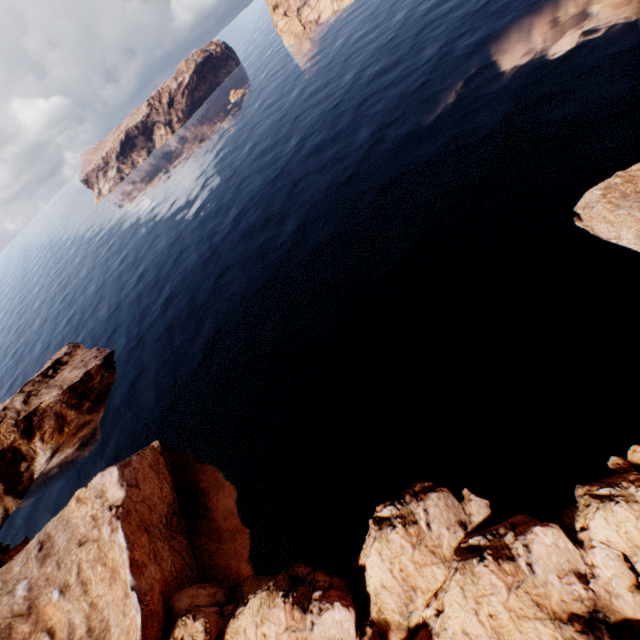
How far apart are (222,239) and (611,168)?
53.2 meters

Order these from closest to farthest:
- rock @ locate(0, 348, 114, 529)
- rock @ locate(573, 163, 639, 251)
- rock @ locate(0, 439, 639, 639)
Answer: rock @ locate(0, 439, 639, 639) < rock @ locate(573, 163, 639, 251) < rock @ locate(0, 348, 114, 529)

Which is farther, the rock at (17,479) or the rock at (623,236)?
the rock at (17,479)

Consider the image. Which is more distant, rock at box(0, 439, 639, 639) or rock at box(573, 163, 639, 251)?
rock at box(573, 163, 639, 251)

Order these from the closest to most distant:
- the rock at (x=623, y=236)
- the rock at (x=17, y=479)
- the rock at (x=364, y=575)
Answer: the rock at (x=364, y=575)
the rock at (x=623, y=236)
the rock at (x=17, y=479)
